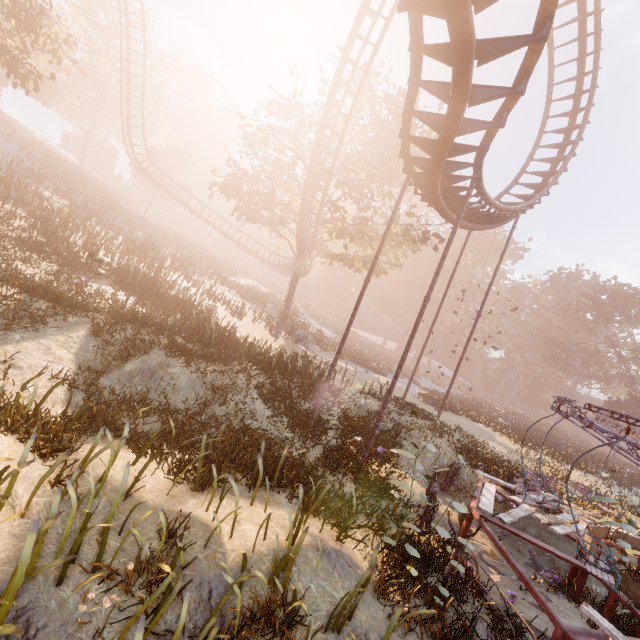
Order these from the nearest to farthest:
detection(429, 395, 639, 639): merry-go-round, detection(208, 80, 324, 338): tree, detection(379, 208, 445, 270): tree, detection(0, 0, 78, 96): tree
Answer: detection(429, 395, 639, 639): merry-go-round, detection(0, 0, 78, 96): tree, detection(208, 80, 324, 338): tree, detection(379, 208, 445, 270): tree

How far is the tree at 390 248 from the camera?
21.3m

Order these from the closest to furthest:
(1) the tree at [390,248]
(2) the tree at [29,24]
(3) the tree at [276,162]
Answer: (2) the tree at [29,24] → (3) the tree at [276,162] → (1) the tree at [390,248]

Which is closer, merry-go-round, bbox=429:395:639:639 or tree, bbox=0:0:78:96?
merry-go-round, bbox=429:395:639:639

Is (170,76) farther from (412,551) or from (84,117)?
(412,551)

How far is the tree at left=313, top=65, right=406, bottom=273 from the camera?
19.2 meters
